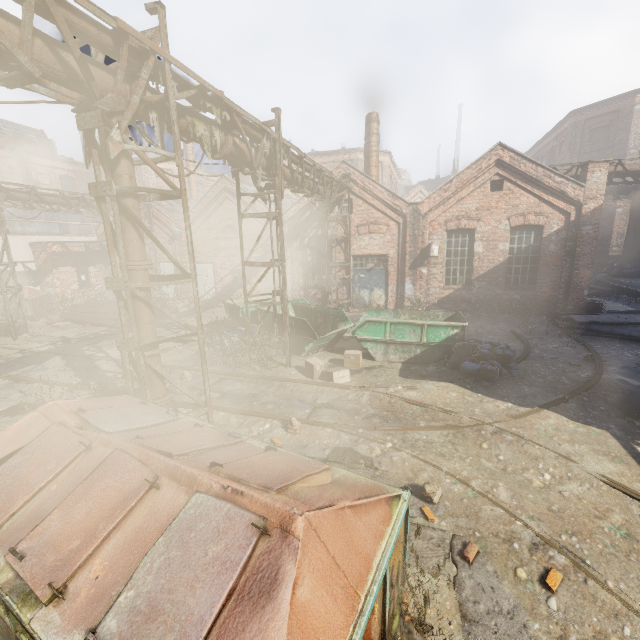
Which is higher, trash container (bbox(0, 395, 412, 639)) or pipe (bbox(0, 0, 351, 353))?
pipe (bbox(0, 0, 351, 353))

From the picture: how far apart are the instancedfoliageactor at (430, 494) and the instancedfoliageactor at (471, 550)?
0.7m

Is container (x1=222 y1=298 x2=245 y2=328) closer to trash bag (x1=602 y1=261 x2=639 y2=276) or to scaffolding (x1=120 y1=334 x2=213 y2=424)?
scaffolding (x1=120 y1=334 x2=213 y2=424)

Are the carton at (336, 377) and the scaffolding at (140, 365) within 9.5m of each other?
yes

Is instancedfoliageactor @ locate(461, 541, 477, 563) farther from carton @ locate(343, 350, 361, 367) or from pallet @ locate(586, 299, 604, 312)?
pallet @ locate(586, 299, 604, 312)

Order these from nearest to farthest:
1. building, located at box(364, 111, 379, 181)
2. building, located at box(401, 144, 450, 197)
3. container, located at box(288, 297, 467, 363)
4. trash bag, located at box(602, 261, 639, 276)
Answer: container, located at box(288, 297, 467, 363) < building, located at box(364, 111, 379, 181) < trash bag, located at box(602, 261, 639, 276) < building, located at box(401, 144, 450, 197)

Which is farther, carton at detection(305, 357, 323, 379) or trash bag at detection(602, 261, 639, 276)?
trash bag at detection(602, 261, 639, 276)

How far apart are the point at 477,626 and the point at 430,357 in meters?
7.2
